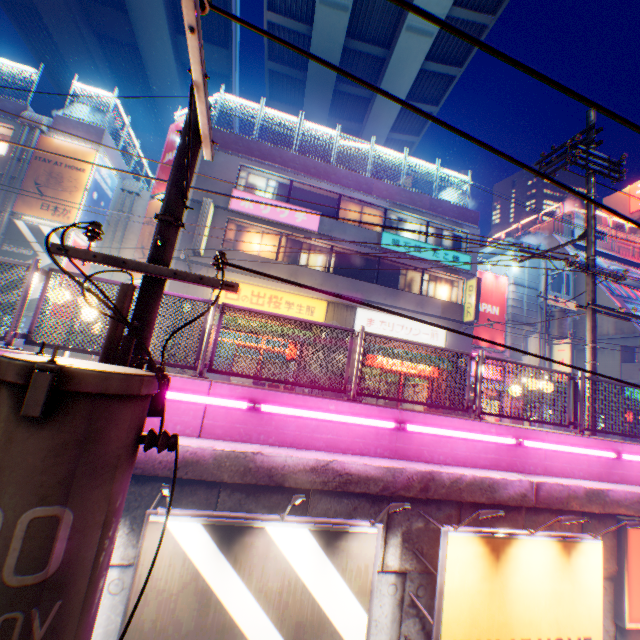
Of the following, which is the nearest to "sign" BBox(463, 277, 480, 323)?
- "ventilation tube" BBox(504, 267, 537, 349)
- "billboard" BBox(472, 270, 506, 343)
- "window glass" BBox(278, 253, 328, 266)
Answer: "billboard" BBox(472, 270, 506, 343)

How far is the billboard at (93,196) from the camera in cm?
1712

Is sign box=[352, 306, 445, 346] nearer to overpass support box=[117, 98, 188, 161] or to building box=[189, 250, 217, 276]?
building box=[189, 250, 217, 276]

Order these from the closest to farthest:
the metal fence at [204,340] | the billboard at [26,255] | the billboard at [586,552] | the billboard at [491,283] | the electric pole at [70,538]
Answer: the electric pole at [70,538] < the billboard at [586,552] < the metal fence at [204,340] < the billboard at [26,255] < the billboard at [491,283]

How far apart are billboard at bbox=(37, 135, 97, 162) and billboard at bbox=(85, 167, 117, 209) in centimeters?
15cm

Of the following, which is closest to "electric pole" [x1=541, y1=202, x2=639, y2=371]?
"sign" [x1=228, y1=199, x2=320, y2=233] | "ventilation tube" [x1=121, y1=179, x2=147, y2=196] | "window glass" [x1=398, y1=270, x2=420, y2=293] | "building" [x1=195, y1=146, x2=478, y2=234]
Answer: "building" [x1=195, y1=146, x2=478, y2=234]

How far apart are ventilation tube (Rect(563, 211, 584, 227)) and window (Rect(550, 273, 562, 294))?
9.2m

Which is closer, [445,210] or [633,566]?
[633,566]
